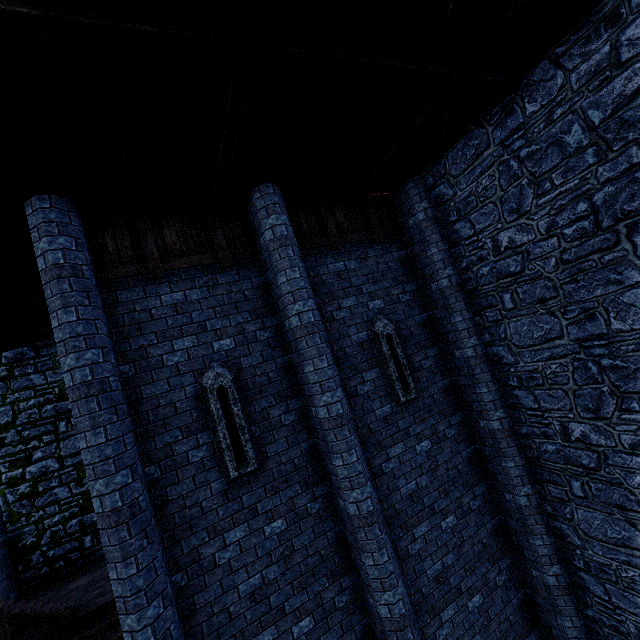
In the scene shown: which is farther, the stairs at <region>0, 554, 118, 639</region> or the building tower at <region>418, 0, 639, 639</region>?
the stairs at <region>0, 554, 118, 639</region>

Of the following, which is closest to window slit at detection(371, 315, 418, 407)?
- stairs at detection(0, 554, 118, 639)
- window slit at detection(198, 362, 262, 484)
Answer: window slit at detection(198, 362, 262, 484)

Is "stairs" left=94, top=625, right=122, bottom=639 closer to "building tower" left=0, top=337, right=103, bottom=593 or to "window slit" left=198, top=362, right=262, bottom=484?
"building tower" left=0, top=337, right=103, bottom=593

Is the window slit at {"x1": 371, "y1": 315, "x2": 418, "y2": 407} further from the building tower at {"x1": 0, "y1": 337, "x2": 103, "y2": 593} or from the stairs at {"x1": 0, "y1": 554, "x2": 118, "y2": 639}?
the stairs at {"x1": 0, "y1": 554, "x2": 118, "y2": 639}

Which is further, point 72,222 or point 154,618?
point 72,222

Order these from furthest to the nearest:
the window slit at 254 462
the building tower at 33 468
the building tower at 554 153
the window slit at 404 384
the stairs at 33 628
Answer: the building tower at 33 468
the window slit at 404 384
the stairs at 33 628
the window slit at 254 462
the building tower at 554 153

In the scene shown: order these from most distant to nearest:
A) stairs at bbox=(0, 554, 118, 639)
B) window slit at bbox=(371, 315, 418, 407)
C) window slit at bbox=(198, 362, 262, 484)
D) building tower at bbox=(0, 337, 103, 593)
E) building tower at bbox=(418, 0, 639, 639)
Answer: building tower at bbox=(0, 337, 103, 593)
window slit at bbox=(371, 315, 418, 407)
stairs at bbox=(0, 554, 118, 639)
window slit at bbox=(198, 362, 262, 484)
building tower at bbox=(418, 0, 639, 639)

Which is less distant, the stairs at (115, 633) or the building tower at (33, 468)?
the stairs at (115, 633)
